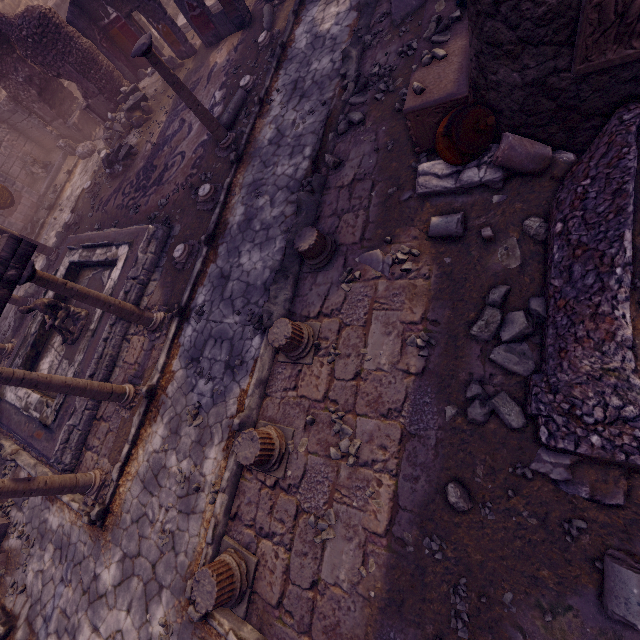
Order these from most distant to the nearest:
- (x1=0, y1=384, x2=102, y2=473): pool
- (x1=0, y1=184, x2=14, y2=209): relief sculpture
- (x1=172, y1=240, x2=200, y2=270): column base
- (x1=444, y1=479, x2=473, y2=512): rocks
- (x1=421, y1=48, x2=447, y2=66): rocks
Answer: (x1=0, y1=184, x2=14, y2=209): relief sculpture → (x1=172, y1=240, x2=200, y2=270): column base → (x1=0, y1=384, x2=102, y2=473): pool → (x1=421, y1=48, x2=447, y2=66): rocks → (x1=444, y1=479, x2=473, y2=512): rocks

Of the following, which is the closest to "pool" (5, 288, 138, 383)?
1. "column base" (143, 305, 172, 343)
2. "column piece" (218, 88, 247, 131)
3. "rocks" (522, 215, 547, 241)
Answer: "column base" (143, 305, 172, 343)

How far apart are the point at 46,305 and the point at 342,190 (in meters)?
7.64

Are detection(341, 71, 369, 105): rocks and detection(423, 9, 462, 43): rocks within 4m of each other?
yes

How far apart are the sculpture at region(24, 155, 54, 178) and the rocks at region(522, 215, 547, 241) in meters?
18.5

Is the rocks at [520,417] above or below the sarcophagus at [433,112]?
below

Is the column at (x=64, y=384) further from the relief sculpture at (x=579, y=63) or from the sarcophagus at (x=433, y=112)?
the relief sculpture at (x=579, y=63)

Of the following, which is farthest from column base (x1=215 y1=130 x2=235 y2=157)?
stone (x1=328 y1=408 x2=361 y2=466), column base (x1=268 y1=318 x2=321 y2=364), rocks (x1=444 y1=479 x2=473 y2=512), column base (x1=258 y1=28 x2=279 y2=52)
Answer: rocks (x1=444 y1=479 x2=473 y2=512)
